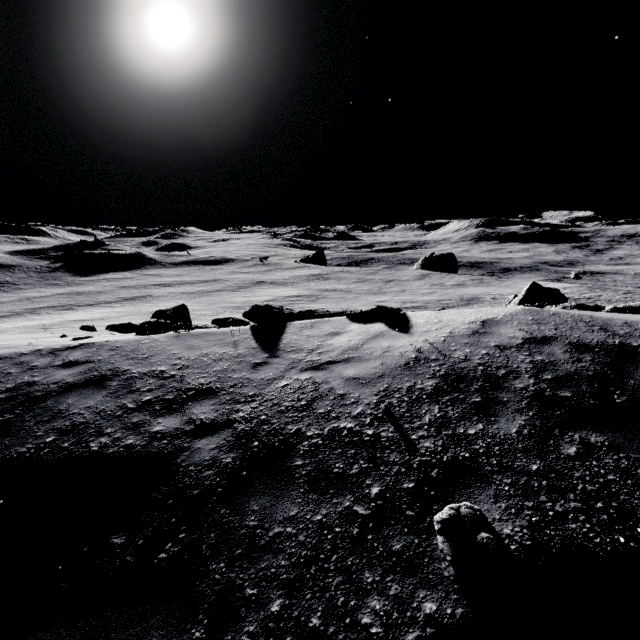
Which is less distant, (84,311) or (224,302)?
(84,311)

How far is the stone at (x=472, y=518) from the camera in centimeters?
268cm

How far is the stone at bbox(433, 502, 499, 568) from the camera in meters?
2.7
